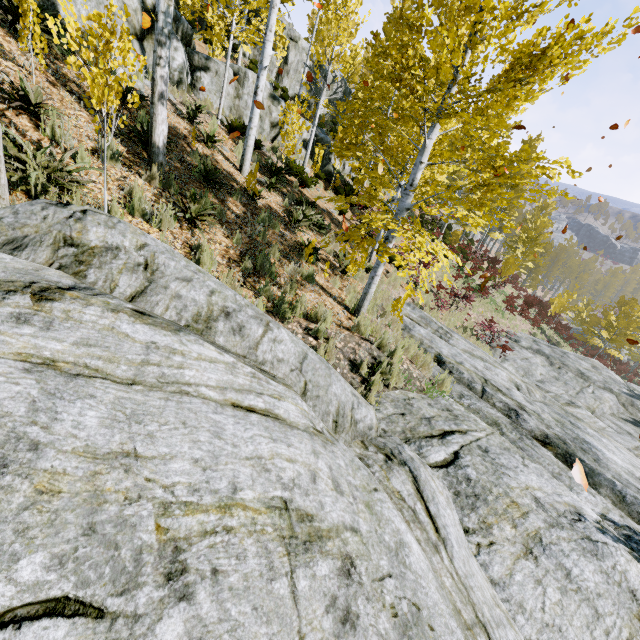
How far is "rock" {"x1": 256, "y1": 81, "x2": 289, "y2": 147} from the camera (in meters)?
13.03

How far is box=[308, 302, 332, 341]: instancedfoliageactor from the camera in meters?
4.9 m

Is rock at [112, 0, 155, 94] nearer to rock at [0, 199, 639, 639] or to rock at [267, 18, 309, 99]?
rock at [267, 18, 309, 99]

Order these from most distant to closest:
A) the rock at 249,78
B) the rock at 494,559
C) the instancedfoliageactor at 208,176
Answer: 1. the rock at 249,78
2. the instancedfoliageactor at 208,176
3. the rock at 494,559

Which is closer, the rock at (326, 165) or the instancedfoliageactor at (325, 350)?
the instancedfoliageactor at (325, 350)

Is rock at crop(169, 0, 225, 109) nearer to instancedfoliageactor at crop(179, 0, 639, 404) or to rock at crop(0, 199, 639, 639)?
instancedfoliageactor at crop(179, 0, 639, 404)

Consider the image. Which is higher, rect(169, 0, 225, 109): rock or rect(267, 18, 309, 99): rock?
rect(267, 18, 309, 99): rock

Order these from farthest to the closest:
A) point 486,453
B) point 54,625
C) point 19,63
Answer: point 19,63 < point 486,453 < point 54,625
